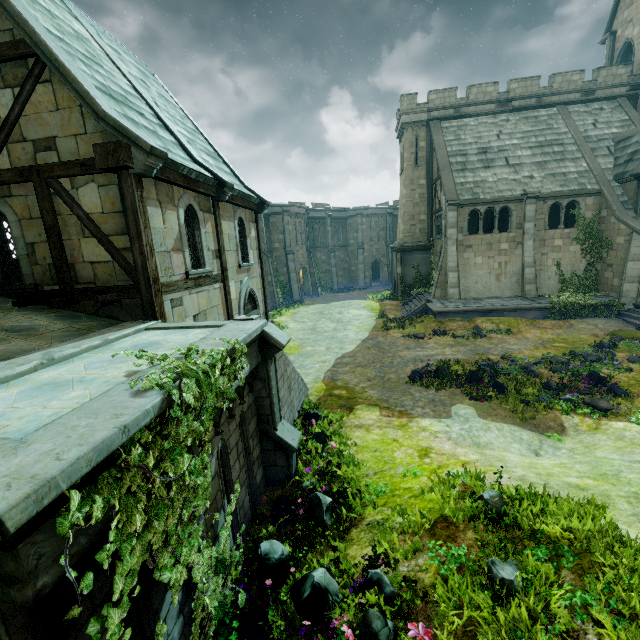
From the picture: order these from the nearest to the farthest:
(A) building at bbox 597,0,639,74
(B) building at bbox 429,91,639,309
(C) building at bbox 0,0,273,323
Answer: (C) building at bbox 0,0,273,323
(B) building at bbox 429,91,639,309
(A) building at bbox 597,0,639,74

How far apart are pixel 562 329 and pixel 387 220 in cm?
2892

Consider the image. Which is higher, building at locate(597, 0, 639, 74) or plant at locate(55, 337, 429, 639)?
building at locate(597, 0, 639, 74)

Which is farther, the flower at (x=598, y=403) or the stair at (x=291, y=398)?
the flower at (x=598, y=403)

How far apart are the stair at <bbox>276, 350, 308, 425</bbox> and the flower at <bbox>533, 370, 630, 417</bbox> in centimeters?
872cm

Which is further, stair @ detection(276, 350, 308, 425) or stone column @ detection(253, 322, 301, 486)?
stair @ detection(276, 350, 308, 425)

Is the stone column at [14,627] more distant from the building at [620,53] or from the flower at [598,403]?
the building at [620,53]

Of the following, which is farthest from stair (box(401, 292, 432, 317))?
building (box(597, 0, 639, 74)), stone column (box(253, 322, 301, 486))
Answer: stone column (box(253, 322, 301, 486))
